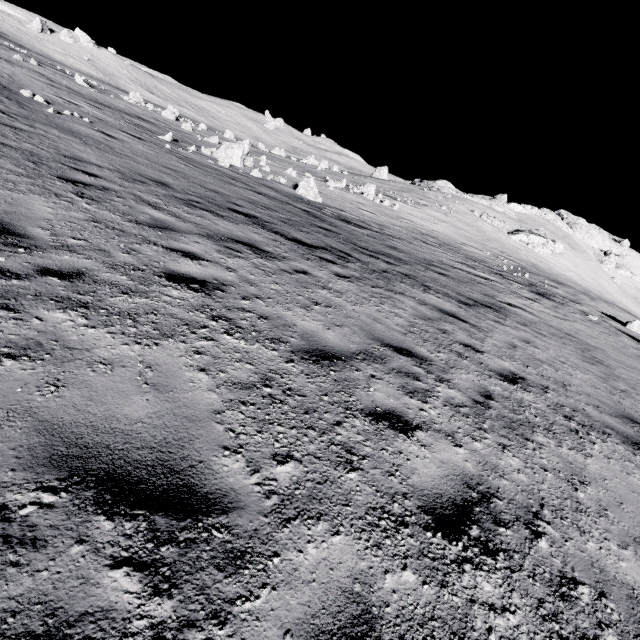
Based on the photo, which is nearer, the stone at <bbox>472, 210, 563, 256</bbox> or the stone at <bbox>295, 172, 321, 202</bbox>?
the stone at <bbox>295, 172, 321, 202</bbox>

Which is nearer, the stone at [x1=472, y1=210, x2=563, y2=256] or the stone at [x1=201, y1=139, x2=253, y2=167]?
the stone at [x1=201, y1=139, x2=253, y2=167]

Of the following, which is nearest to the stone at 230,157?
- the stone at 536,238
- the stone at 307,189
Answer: the stone at 307,189

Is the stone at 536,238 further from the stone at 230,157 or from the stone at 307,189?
the stone at 230,157

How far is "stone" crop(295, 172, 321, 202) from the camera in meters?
20.2

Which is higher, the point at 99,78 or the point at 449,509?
the point at 99,78

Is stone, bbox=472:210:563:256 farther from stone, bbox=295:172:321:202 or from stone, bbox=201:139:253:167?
stone, bbox=201:139:253:167
